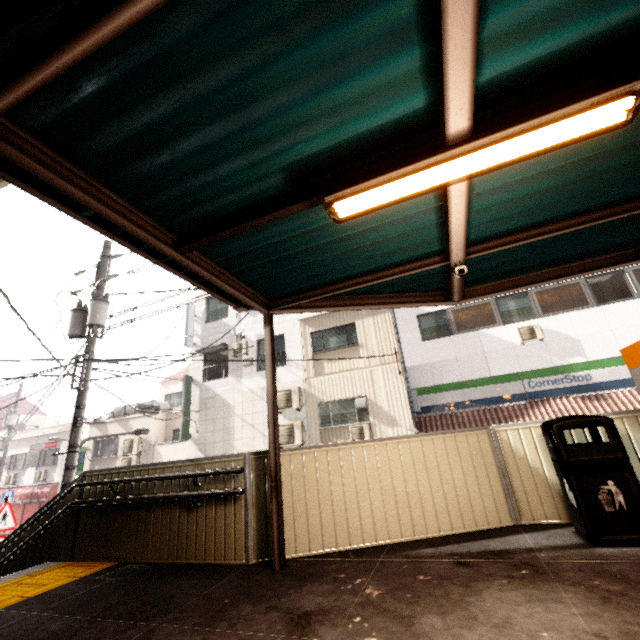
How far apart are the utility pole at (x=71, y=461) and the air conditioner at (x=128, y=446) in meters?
9.8 m

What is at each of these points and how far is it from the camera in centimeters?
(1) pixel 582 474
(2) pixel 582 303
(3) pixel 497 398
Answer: (1) trash can, 329cm
(2) window, 1140cm
(3) sign, 1147cm

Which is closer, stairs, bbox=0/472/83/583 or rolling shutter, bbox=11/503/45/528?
stairs, bbox=0/472/83/583

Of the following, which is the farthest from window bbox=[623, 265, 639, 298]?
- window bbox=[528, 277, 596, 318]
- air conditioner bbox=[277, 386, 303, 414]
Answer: air conditioner bbox=[277, 386, 303, 414]

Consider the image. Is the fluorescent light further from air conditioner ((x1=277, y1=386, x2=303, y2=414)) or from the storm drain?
air conditioner ((x1=277, y1=386, x2=303, y2=414))

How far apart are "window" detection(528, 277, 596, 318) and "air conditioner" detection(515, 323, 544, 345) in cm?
32

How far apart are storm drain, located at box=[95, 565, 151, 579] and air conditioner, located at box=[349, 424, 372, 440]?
8.46m

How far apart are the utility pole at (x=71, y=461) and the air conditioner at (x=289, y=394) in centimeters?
625cm
